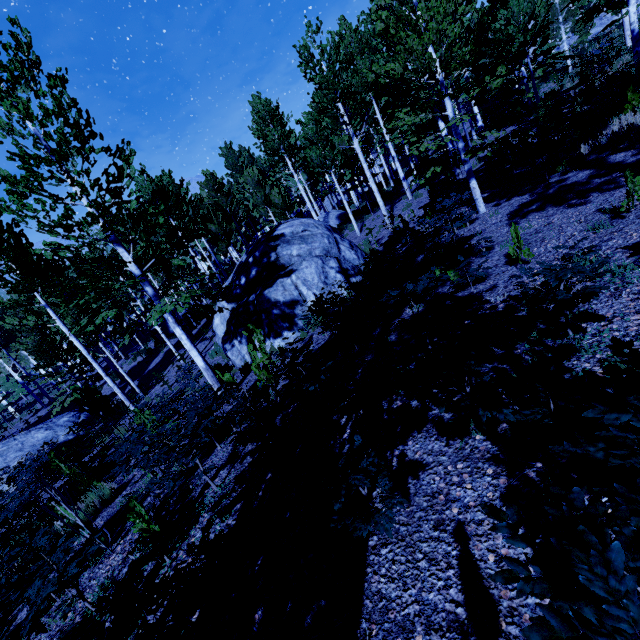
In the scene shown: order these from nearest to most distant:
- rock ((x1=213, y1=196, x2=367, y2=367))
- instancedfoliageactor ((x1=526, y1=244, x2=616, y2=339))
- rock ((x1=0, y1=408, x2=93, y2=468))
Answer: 1. instancedfoliageactor ((x1=526, y1=244, x2=616, y2=339))
2. rock ((x1=213, y1=196, x2=367, y2=367))
3. rock ((x1=0, y1=408, x2=93, y2=468))

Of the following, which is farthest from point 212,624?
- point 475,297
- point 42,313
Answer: point 42,313

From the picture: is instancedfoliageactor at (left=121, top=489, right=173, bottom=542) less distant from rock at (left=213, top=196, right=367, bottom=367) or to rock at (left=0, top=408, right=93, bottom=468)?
rock at (left=213, top=196, right=367, bottom=367)

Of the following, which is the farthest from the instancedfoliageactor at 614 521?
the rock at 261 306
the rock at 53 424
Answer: the rock at 53 424

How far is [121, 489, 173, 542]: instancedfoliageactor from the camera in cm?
424

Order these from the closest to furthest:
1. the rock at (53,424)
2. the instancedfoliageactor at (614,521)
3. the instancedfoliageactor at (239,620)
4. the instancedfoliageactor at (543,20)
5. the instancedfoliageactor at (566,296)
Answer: the instancedfoliageactor at (614,521) < the instancedfoliageactor at (239,620) < the instancedfoliageactor at (566,296) < the instancedfoliageactor at (543,20) < the rock at (53,424)
